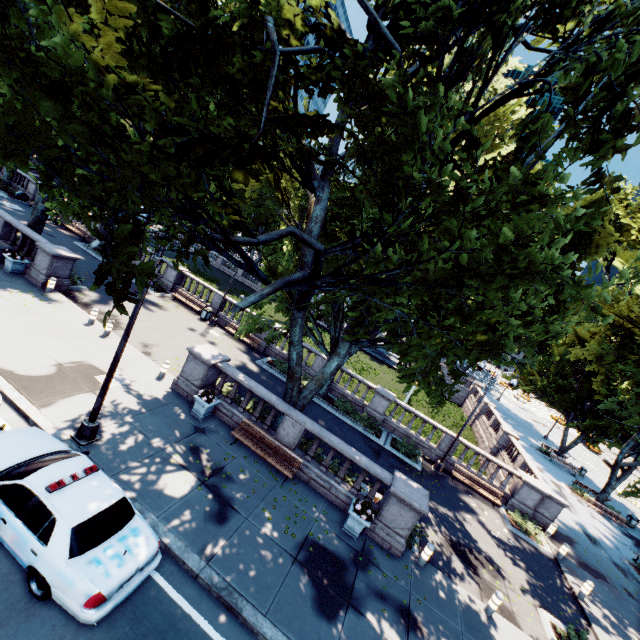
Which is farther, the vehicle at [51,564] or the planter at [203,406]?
the planter at [203,406]

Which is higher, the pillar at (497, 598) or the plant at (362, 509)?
the plant at (362, 509)

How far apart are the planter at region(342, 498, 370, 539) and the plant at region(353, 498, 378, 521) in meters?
0.0

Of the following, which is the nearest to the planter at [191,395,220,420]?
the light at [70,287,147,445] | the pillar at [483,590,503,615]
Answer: the light at [70,287,147,445]

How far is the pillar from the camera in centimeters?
1077cm

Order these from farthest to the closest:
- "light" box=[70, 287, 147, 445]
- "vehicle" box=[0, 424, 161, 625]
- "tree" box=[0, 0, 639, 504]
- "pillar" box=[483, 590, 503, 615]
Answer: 1. "pillar" box=[483, 590, 503, 615]
2. "light" box=[70, 287, 147, 445]
3. "vehicle" box=[0, 424, 161, 625]
4. "tree" box=[0, 0, 639, 504]

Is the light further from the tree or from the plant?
the plant

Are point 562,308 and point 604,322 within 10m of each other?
yes
